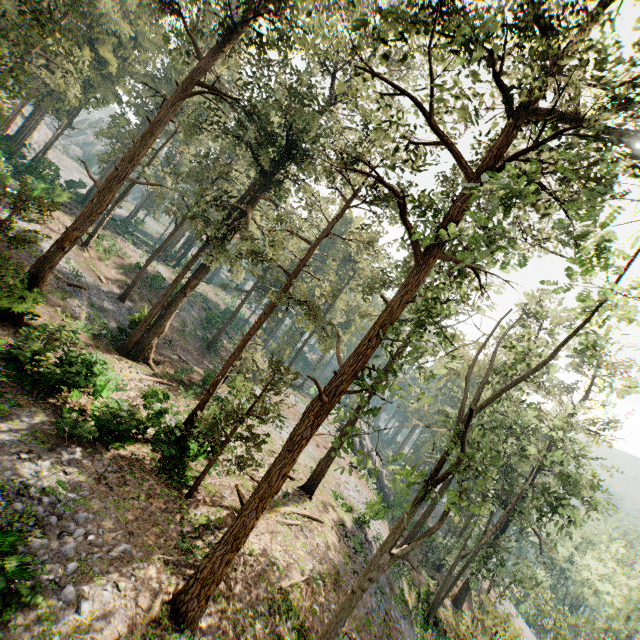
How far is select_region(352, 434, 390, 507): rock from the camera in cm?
3909

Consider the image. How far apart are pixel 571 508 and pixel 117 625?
25.4m

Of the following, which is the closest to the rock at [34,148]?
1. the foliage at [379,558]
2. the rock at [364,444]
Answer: the foliage at [379,558]

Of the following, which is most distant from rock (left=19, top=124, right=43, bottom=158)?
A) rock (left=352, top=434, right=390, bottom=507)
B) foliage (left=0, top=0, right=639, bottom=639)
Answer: rock (left=352, top=434, right=390, bottom=507)

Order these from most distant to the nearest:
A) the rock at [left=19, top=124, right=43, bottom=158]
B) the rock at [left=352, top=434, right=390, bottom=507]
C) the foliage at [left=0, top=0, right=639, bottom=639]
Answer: the rock at [left=19, top=124, right=43, bottom=158] → the rock at [left=352, top=434, right=390, bottom=507] → the foliage at [left=0, top=0, right=639, bottom=639]

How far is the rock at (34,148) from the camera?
41.66m

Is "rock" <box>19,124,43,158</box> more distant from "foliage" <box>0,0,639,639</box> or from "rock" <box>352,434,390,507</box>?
"rock" <box>352,434,390,507</box>
